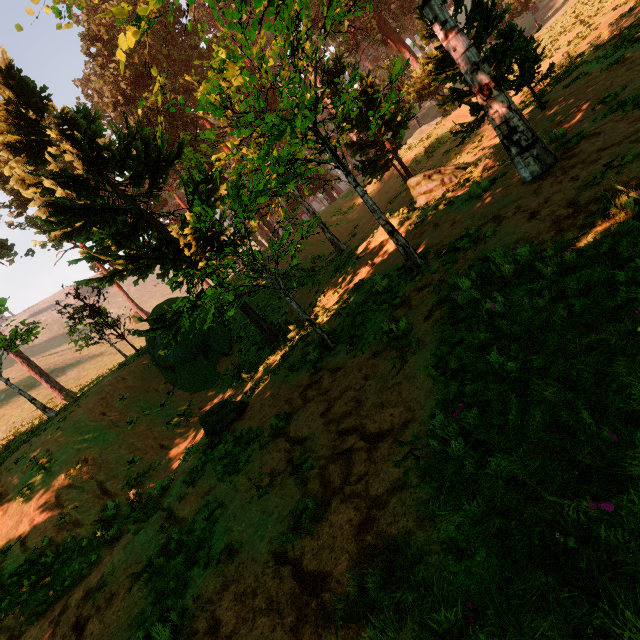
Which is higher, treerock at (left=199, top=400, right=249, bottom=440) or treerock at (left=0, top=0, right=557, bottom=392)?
treerock at (left=0, top=0, right=557, bottom=392)

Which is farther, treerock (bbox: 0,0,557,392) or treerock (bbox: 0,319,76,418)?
treerock (bbox: 0,319,76,418)

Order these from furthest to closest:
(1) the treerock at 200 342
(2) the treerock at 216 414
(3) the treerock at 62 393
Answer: (3) the treerock at 62 393 < (2) the treerock at 216 414 < (1) the treerock at 200 342

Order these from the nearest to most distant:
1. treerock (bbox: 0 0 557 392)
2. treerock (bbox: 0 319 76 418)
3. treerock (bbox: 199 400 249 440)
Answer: treerock (bbox: 0 0 557 392) < treerock (bbox: 199 400 249 440) < treerock (bbox: 0 319 76 418)

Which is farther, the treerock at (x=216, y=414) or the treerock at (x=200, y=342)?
the treerock at (x=216, y=414)

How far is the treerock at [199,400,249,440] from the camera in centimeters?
914cm

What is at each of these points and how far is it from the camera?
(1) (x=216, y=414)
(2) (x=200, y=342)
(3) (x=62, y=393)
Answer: (1) treerock, 9.3m
(2) treerock, 17.0m
(3) treerock, 16.3m
